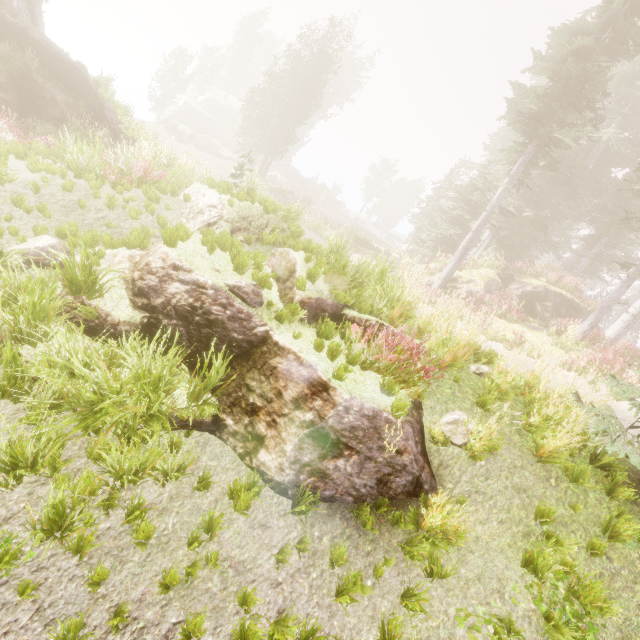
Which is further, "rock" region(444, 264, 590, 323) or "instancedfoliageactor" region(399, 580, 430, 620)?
"rock" region(444, 264, 590, 323)

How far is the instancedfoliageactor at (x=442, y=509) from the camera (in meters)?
3.74

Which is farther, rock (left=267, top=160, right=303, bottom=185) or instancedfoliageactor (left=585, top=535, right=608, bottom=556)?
rock (left=267, top=160, right=303, bottom=185)

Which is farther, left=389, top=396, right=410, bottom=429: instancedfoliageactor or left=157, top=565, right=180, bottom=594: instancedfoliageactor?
left=389, top=396, right=410, bottom=429: instancedfoliageactor

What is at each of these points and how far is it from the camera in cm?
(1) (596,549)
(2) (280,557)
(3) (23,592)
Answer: (1) instancedfoliageactor, 400
(2) instancedfoliageactor, 346
(3) instancedfoliageactor, 275

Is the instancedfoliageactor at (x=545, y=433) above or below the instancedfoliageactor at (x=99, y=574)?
above

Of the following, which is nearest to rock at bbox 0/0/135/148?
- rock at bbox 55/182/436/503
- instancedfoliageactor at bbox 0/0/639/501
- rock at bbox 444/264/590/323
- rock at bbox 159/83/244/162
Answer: instancedfoliageactor at bbox 0/0/639/501
